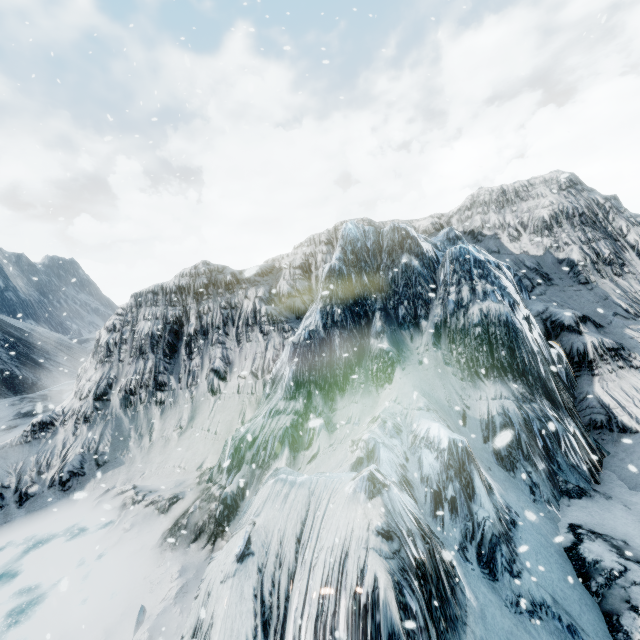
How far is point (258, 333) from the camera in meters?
10.2
